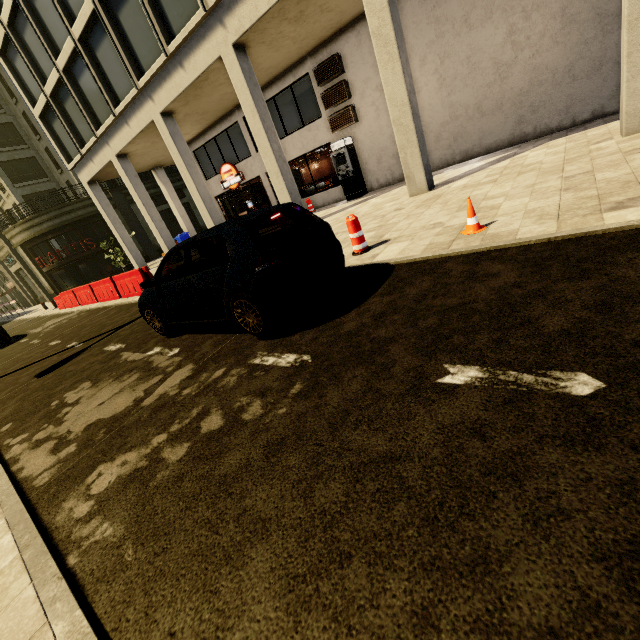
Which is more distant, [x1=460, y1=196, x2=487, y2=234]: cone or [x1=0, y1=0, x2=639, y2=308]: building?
[x1=0, y1=0, x2=639, y2=308]: building

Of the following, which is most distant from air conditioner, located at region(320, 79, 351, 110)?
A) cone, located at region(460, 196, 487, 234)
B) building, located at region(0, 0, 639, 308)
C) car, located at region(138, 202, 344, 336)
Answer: cone, located at region(460, 196, 487, 234)

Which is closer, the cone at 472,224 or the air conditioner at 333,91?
the cone at 472,224

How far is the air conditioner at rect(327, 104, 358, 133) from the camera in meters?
13.4 m

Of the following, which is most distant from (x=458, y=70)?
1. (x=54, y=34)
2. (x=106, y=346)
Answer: (x=54, y=34)

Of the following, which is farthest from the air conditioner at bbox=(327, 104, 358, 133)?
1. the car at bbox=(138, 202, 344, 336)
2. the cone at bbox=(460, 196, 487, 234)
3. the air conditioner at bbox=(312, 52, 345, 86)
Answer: the cone at bbox=(460, 196, 487, 234)

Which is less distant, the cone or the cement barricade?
the cone

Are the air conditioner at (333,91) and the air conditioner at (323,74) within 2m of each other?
yes
